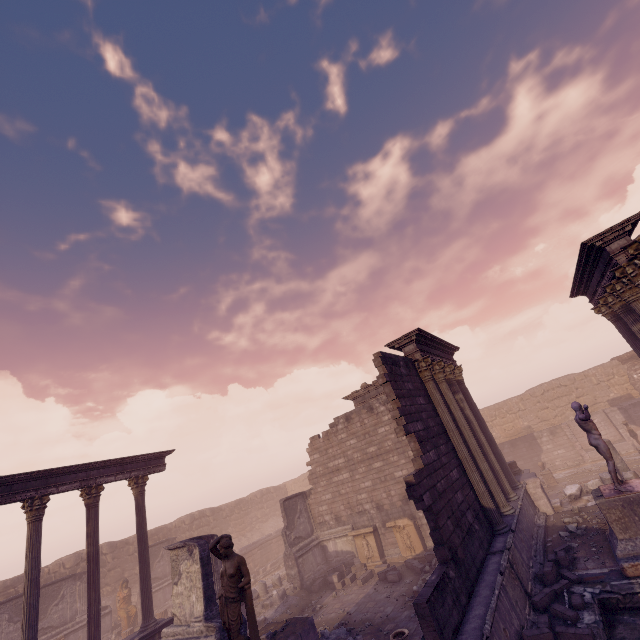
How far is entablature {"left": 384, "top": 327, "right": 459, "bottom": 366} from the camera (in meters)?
11.60

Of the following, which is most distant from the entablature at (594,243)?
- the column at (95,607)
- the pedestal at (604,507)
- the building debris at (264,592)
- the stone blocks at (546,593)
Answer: the column at (95,607)

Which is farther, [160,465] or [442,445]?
[160,465]

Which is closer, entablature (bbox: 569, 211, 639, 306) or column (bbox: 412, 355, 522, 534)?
entablature (bbox: 569, 211, 639, 306)

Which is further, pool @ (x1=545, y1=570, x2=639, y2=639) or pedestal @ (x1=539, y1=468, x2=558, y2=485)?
pedestal @ (x1=539, y1=468, x2=558, y2=485)

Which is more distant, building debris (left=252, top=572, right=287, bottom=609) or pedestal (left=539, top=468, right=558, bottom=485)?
pedestal (left=539, top=468, right=558, bottom=485)

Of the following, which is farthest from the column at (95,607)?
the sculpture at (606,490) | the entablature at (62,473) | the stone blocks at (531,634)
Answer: the sculpture at (606,490)

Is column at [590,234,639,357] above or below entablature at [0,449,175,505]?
below
